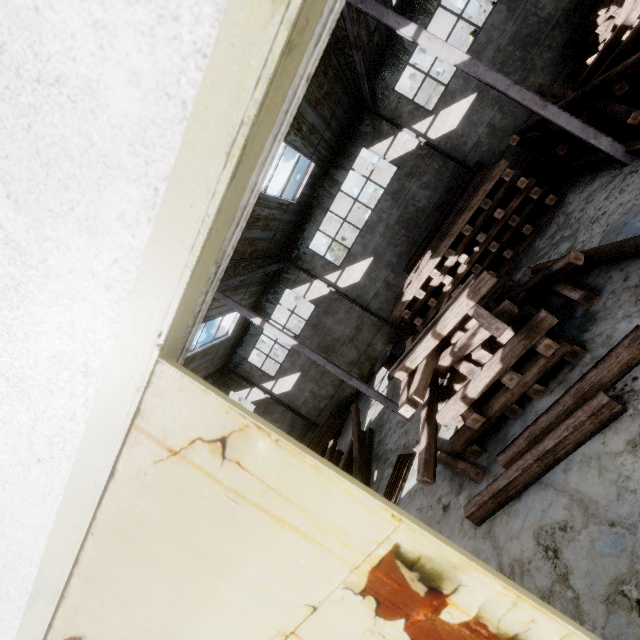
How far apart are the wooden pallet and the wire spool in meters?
5.5 m

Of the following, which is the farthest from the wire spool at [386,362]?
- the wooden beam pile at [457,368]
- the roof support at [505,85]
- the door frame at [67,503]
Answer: the door frame at [67,503]

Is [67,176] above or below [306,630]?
above

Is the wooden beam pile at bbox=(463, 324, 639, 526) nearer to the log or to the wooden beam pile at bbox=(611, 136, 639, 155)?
the log

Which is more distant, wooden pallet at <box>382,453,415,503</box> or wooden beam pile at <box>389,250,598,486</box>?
wooden pallet at <box>382,453,415,503</box>

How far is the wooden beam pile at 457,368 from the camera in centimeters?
514cm

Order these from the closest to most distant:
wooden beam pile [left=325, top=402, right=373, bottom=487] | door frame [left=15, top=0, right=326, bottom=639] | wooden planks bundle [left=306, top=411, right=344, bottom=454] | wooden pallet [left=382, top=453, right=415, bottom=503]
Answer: door frame [left=15, top=0, right=326, bottom=639] → wooden pallet [left=382, top=453, right=415, bottom=503] → wooden beam pile [left=325, top=402, right=373, bottom=487] → wooden planks bundle [left=306, top=411, right=344, bottom=454]

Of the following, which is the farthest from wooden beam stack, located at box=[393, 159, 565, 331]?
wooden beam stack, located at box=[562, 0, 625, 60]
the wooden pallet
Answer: wooden beam stack, located at box=[562, 0, 625, 60]
